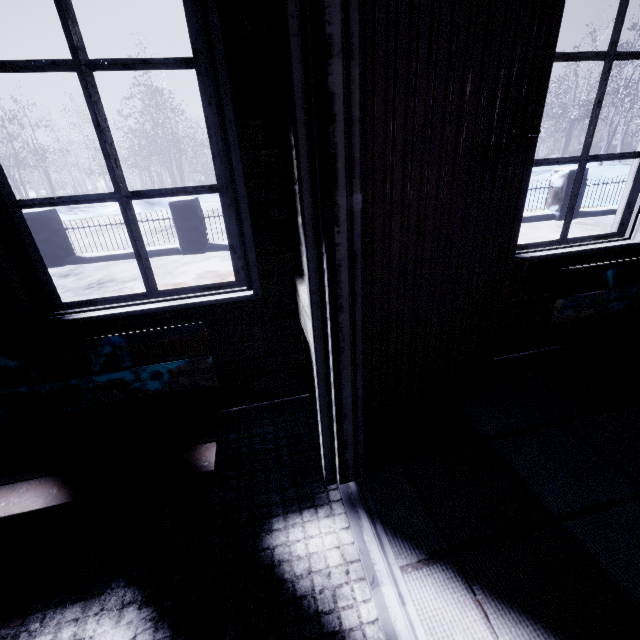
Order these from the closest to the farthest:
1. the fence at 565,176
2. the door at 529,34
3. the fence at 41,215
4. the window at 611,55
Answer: the door at 529,34 < the window at 611,55 < the fence at 41,215 < the fence at 565,176

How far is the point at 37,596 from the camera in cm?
96

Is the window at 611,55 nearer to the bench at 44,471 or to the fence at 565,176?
the bench at 44,471

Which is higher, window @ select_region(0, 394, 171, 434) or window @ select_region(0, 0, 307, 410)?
window @ select_region(0, 0, 307, 410)

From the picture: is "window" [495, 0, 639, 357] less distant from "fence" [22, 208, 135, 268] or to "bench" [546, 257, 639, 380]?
"bench" [546, 257, 639, 380]

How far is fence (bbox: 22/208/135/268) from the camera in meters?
5.2

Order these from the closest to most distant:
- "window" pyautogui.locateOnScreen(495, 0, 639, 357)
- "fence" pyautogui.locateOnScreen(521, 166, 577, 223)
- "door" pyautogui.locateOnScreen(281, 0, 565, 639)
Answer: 1. "door" pyautogui.locateOnScreen(281, 0, 565, 639)
2. "window" pyautogui.locateOnScreen(495, 0, 639, 357)
3. "fence" pyautogui.locateOnScreen(521, 166, 577, 223)
